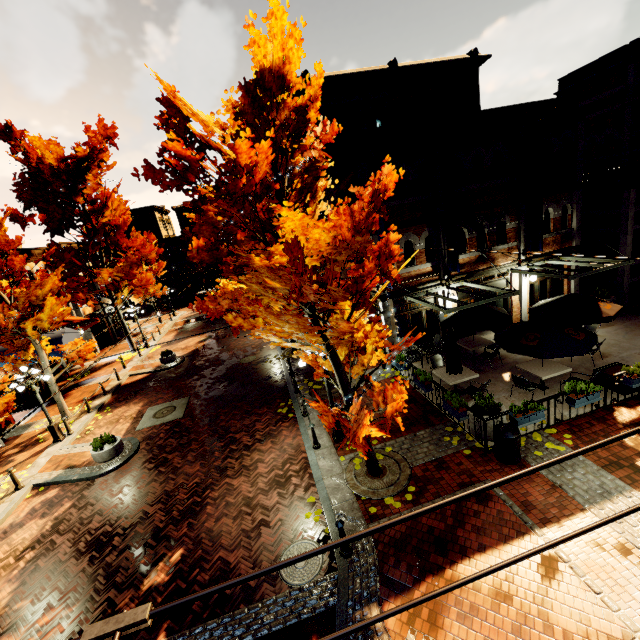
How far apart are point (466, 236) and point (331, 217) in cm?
1134

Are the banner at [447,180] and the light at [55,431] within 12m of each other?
no

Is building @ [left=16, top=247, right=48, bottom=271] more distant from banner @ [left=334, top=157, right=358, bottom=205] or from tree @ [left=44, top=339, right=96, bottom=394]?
banner @ [left=334, top=157, right=358, bottom=205]

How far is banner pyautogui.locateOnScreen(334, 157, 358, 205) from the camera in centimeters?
1220cm

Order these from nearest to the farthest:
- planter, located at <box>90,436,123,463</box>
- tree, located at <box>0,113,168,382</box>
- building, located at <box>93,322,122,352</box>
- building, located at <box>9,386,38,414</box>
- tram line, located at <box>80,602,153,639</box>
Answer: tram line, located at <box>80,602,153,639</box>
planter, located at <box>90,436,123,463</box>
tree, located at <box>0,113,168,382</box>
building, located at <box>9,386,38,414</box>
building, located at <box>93,322,122,352</box>

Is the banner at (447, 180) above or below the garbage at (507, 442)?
above

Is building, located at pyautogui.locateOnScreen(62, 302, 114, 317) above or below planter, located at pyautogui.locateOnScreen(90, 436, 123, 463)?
above

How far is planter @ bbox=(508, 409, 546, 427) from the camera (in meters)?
8.51
